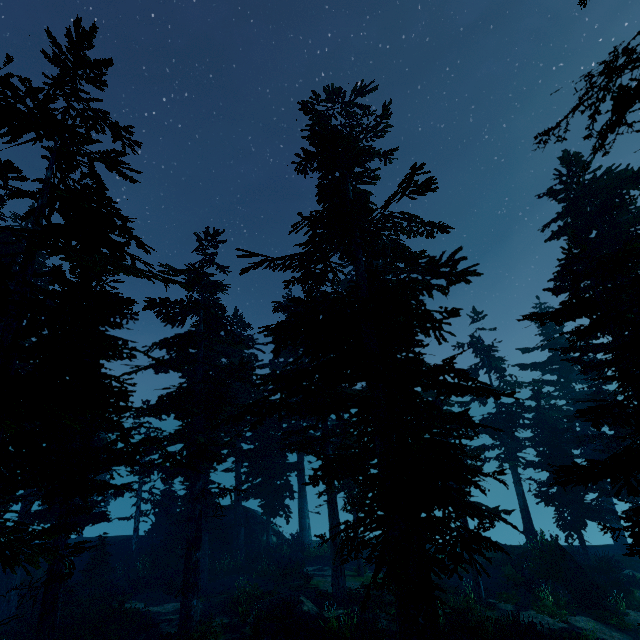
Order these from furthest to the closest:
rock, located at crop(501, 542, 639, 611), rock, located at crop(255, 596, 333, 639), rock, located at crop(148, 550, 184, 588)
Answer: rock, located at crop(148, 550, 184, 588) < rock, located at crop(501, 542, 639, 611) < rock, located at crop(255, 596, 333, 639)

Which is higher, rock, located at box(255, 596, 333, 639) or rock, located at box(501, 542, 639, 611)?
rock, located at box(255, 596, 333, 639)

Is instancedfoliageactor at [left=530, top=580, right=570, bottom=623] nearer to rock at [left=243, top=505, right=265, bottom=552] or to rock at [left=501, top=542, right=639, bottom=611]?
rock at [left=243, top=505, right=265, bottom=552]

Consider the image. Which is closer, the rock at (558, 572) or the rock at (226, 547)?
the rock at (558, 572)

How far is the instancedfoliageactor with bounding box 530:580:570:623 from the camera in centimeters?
1529cm

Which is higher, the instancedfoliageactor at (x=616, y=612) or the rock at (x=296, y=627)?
the rock at (x=296, y=627)

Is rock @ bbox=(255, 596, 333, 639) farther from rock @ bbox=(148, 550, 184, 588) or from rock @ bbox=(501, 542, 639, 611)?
rock @ bbox=(501, 542, 639, 611)

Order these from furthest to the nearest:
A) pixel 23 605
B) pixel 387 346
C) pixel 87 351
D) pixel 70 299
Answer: pixel 23 605 < pixel 387 346 < pixel 87 351 < pixel 70 299
